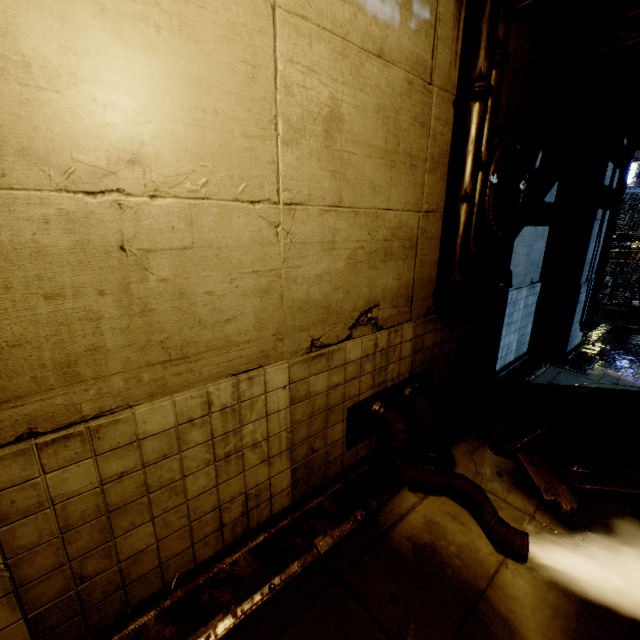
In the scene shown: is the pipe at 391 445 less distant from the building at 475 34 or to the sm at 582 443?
the building at 475 34

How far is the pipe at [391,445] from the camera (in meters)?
3.06

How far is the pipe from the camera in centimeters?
306cm

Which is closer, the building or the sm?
the building

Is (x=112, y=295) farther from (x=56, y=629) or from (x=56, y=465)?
(x=56, y=629)

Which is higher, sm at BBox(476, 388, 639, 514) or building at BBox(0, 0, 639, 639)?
building at BBox(0, 0, 639, 639)

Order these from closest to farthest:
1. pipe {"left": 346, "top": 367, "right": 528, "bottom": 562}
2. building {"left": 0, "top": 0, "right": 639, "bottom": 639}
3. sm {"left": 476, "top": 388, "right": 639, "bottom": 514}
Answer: building {"left": 0, "top": 0, "right": 639, "bottom": 639}
pipe {"left": 346, "top": 367, "right": 528, "bottom": 562}
sm {"left": 476, "top": 388, "right": 639, "bottom": 514}

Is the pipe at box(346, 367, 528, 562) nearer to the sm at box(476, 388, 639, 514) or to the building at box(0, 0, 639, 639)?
the building at box(0, 0, 639, 639)
